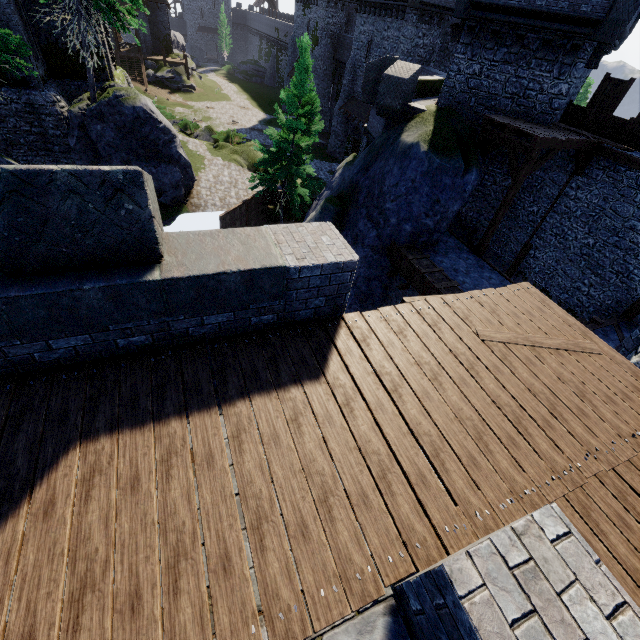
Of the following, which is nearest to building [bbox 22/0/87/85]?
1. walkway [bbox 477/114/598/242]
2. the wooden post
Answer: walkway [bbox 477/114/598/242]

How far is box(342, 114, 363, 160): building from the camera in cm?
3516

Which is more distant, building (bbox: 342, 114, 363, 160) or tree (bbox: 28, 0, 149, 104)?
building (bbox: 342, 114, 363, 160)

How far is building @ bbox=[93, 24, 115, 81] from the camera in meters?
18.5 m

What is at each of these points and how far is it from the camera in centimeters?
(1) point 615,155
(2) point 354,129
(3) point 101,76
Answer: (1) wooden beam, 1238cm
(2) building, 3684cm
(3) building, 1944cm

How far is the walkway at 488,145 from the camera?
12.0m

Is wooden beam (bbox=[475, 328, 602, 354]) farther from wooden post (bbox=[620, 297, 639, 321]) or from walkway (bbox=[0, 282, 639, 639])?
wooden post (bbox=[620, 297, 639, 321])

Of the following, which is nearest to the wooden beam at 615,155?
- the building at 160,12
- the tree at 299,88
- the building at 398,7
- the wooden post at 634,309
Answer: the wooden post at 634,309
